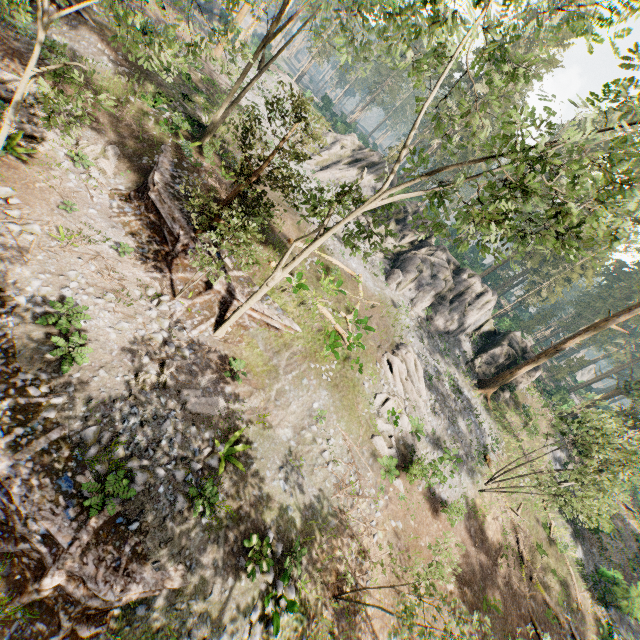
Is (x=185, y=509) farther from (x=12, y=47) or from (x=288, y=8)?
(x=288, y=8)

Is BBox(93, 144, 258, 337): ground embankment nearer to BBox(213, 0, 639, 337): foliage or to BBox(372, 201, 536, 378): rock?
BBox(213, 0, 639, 337): foliage

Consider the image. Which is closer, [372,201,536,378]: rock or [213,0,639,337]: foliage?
[213,0,639,337]: foliage

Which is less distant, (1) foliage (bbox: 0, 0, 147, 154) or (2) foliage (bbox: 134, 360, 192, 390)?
(1) foliage (bbox: 0, 0, 147, 154)

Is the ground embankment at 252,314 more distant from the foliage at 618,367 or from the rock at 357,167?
the rock at 357,167

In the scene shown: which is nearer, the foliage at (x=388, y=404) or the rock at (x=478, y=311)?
the foliage at (x=388, y=404)

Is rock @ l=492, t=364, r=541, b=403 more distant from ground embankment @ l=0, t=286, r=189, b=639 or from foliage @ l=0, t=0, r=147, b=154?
ground embankment @ l=0, t=286, r=189, b=639
